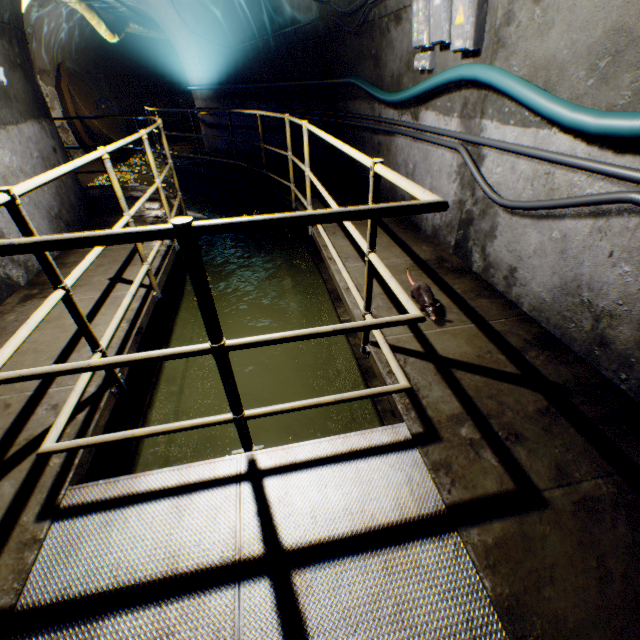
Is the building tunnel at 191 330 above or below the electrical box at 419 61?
below

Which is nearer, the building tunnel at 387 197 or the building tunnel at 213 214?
the building tunnel at 387 197

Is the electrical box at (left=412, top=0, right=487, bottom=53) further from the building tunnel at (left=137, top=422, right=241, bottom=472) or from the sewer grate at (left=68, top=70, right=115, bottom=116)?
the sewer grate at (left=68, top=70, right=115, bottom=116)

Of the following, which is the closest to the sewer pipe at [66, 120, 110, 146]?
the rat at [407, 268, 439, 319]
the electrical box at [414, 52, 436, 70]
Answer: the electrical box at [414, 52, 436, 70]

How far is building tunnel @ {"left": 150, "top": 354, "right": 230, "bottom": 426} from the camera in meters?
3.1 m

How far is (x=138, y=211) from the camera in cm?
529

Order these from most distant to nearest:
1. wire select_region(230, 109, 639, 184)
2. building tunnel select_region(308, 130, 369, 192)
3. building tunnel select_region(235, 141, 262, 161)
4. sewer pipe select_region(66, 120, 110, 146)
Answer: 1. sewer pipe select_region(66, 120, 110, 146)
2. building tunnel select_region(235, 141, 262, 161)
3. building tunnel select_region(308, 130, 369, 192)
4. wire select_region(230, 109, 639, 184)
